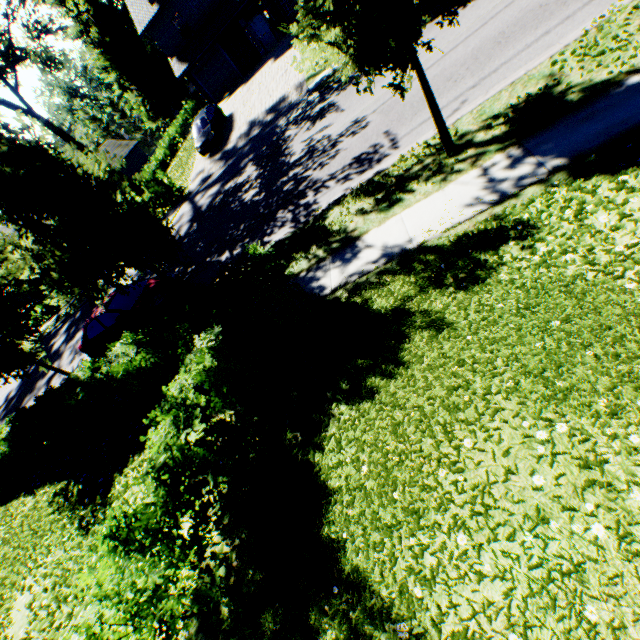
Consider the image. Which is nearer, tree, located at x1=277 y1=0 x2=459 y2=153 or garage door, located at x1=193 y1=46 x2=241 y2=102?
tree, located at x1=277 y1=0 x2=459 y2=153

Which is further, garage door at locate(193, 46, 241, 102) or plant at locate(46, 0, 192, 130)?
plant at locate(46, 0, 192, 130)

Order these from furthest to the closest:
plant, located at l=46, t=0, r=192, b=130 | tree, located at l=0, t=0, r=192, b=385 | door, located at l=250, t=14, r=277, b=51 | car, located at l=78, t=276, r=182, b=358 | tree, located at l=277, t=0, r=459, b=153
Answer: plant, located at l=46, t=0, r=192, b=130
door, located at l=250, t=14, r=277, b=51
car, located at l=78, t=276, r=182, b=358
tree, located at l=0, t=0, r=192, b=385
tree, located at l=277, t=0, r=459, b=153

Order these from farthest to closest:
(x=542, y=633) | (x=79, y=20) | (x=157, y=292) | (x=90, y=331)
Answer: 1. (x=79, y=20)
2. (x=90, y=331)
3. (x=157, y=292)
4. (x=542, y=633)

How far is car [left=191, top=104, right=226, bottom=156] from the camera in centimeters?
2120cm

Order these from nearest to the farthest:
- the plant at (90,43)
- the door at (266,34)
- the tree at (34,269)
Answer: the tree at (34,269)
the door at (266,34)
the plant at (90,43)

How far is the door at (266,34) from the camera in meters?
25.8

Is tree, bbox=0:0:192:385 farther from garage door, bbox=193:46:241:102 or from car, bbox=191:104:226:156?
garage door, bbox=193:46:241:102
